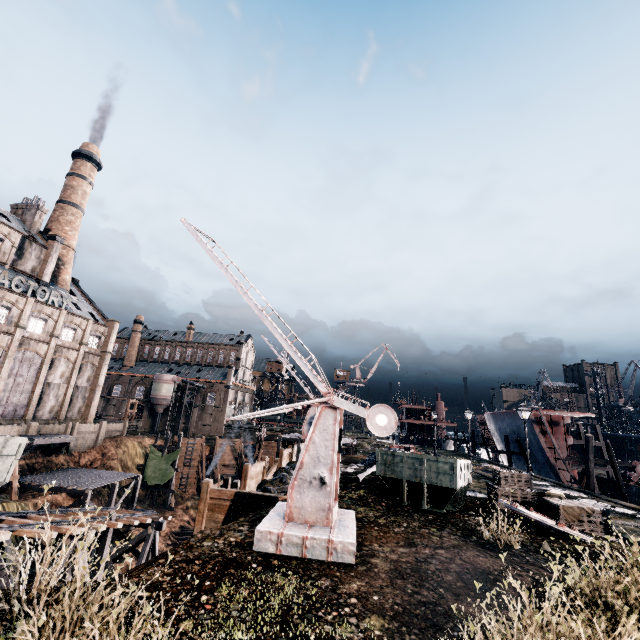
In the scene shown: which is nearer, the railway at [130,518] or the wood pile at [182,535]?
the railway at [130,518]

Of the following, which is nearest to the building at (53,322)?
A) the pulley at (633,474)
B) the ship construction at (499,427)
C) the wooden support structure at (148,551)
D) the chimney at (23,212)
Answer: the chimney at (23,212)

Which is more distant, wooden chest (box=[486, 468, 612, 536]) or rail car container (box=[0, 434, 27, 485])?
wooden chest (box=[486, 468, 612, 536])

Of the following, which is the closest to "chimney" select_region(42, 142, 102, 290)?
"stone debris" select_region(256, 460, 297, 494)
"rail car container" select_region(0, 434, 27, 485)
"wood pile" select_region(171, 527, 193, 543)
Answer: "wood pile" select_region(171, 527, 193, 543)

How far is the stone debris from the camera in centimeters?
1929cm

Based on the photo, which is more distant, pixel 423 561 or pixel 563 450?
pixel 563 450

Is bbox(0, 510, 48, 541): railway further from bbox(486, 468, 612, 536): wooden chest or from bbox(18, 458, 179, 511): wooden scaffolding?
bbox(486, 468, 612, 536): wooden chest

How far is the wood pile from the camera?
41.3 meters
